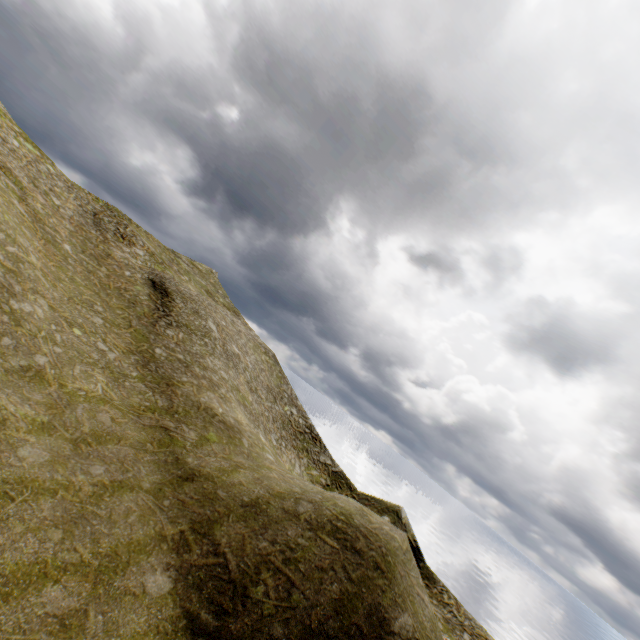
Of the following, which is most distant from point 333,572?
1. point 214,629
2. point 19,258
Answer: point 19,258
